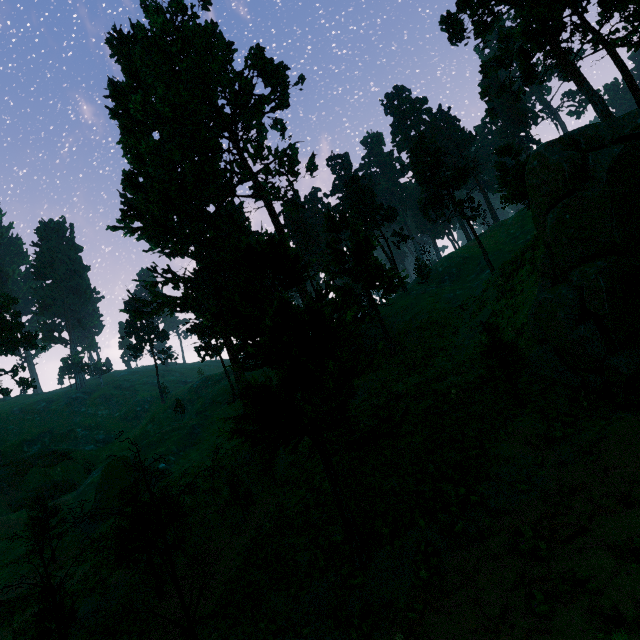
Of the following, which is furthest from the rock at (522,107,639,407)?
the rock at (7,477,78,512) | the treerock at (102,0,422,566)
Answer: the rock at (7,477,78,512)

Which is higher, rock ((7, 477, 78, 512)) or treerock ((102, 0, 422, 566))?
treerock ((102, 0, 422, 566))

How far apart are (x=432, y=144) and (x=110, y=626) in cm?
5816

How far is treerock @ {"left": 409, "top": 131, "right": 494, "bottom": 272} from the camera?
43.6 meters

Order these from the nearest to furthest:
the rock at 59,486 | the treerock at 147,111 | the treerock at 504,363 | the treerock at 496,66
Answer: the treerock at 147,111 → the treerock at 504,363 → the treerock at 496,66 → the rock at 59,486

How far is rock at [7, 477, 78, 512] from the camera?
42.0m

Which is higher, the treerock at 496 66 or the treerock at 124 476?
the treerock at 496 66

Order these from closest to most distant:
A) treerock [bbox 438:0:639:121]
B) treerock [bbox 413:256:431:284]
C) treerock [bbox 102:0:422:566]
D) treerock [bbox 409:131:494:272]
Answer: treerock [bbox 102:0:422:566] < treerock [bbox 438:0:639:121] < treerock [bbox 409:131:494:272] < treerock [bbox 413:256:431:284]
